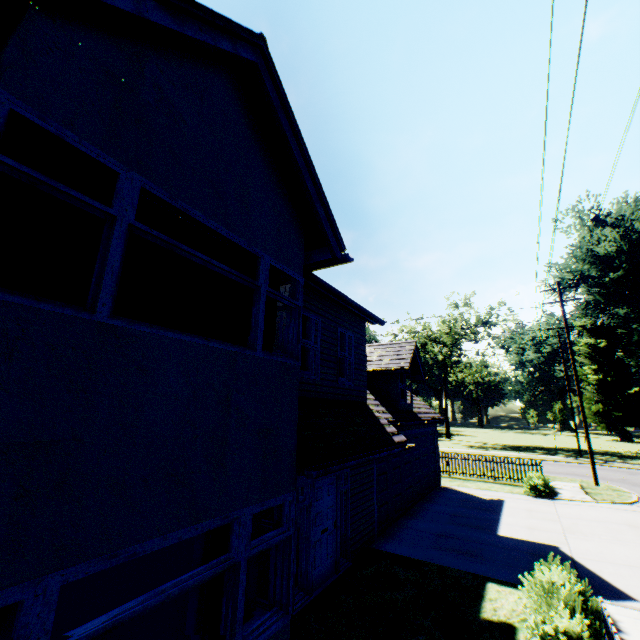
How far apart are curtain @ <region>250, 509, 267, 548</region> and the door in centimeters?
259cm

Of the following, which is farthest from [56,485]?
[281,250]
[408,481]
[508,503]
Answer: [508,503]

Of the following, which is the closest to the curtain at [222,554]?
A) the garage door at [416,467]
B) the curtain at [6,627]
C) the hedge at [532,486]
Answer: the curtain at [6,627]

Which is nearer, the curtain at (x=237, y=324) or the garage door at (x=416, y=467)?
the curtain at (x=237, y=324)

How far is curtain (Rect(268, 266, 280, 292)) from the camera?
5.6 meters

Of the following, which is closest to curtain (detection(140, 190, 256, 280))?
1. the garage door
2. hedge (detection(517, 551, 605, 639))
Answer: hedge (detection(517, 551, 605, 639))

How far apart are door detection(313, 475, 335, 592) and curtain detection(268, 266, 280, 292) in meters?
3.6 m

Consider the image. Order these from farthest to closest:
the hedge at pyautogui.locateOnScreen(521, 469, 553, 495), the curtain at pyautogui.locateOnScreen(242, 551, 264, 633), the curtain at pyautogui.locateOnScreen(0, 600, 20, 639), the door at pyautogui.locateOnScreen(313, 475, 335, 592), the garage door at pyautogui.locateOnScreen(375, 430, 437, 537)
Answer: the hedge at pyautogui.locateOnScreen(521, 469, 553, 495) < the garage door at pyautogui.locateOnScreen(375, 430, 437, 537) < the door at pyautogui.locateOnScreen(313, 475, 335, 592) < the curtain at pyautogui.locateOnScreen(242, 551, 264, 633) < the curtain at pyautogui.locateOnScreen(0, 600, 20, 639)
